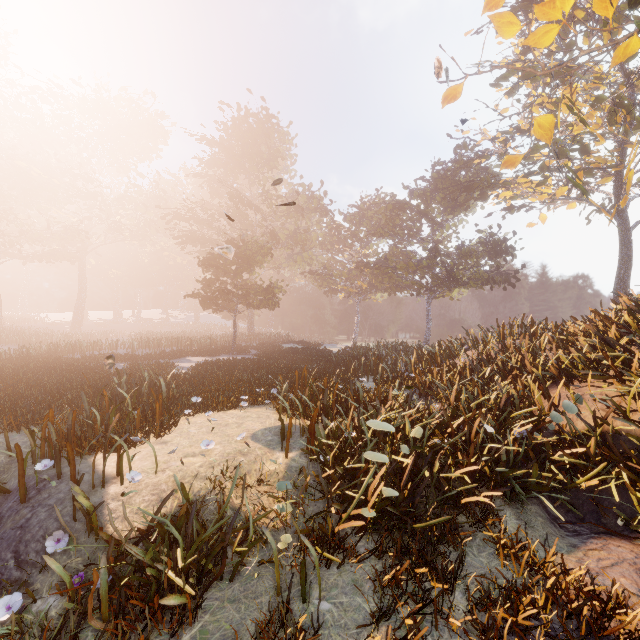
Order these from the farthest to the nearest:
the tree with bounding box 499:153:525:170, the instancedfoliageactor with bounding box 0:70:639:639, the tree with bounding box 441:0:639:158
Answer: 1. the tree with bounding box 499:153:525:170
2. the tree with bounding box 441:0:639:158
3. the instancedfoliageactor with bounding box 0:70:639:639

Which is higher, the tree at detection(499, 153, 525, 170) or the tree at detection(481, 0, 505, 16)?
the tree at detection(481, 0, 505, 16)

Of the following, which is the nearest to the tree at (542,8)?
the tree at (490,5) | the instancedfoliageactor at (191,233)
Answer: the tree at (490,5)

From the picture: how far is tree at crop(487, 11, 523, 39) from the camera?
7.0 meters

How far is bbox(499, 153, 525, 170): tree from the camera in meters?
7.7 m

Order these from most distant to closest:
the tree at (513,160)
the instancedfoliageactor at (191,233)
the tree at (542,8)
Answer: the tree at (513,160), the tree at (542,8), the instancedfoliageactor at (191,233)

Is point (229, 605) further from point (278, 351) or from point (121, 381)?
point (278, 351)

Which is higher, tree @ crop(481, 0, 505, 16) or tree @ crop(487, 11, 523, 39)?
tree @ crop(481, 0, 505, 16)
